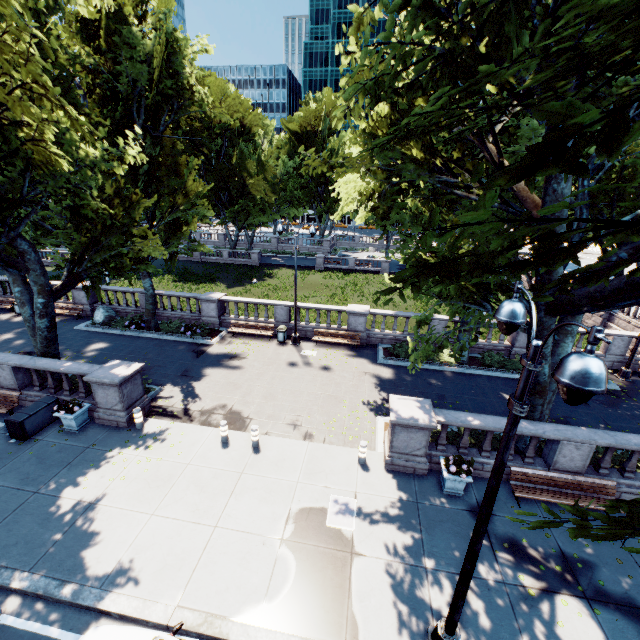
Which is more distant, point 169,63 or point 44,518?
point 169,63

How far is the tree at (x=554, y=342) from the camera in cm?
945

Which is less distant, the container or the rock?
the container

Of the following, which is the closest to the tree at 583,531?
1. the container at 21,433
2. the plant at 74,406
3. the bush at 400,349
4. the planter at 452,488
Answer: the bush at 400,349

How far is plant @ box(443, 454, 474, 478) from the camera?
9.6m

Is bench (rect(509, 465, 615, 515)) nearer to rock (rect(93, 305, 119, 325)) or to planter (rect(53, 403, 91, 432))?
planter (rect(53, 403, 91, 432))

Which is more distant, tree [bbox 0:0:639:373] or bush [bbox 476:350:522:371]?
bush [bbox 476:350:522:371]

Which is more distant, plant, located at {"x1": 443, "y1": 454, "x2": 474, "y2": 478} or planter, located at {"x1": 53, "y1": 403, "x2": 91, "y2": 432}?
planter, located at {"x1": 53, "y1": 403, "x2": 91, "y2": 432}
